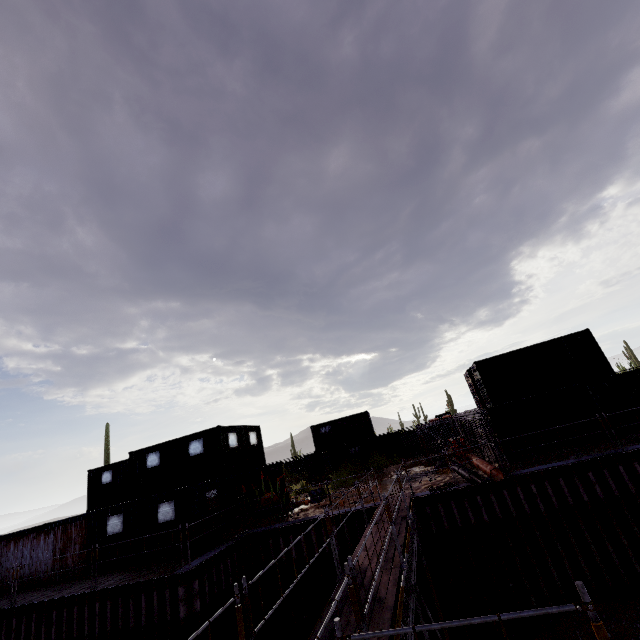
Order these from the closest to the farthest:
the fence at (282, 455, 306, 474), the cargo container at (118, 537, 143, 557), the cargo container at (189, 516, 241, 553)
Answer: the cargo container at (189, 516, 241, 553), the cargo container at (118, 537, 143, 557), the fence at (282, 455, 306, 474)

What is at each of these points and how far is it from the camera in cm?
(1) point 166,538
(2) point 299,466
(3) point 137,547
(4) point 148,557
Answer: (1) cargo container, 1403
(2) fence, 3559
(3) cargo container, 1430
(4) cargo container, 1402

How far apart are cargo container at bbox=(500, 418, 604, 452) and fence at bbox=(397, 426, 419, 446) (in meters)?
17.23

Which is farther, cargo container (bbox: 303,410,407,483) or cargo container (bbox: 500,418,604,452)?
cargo container (bbox: 303,410,407,483)

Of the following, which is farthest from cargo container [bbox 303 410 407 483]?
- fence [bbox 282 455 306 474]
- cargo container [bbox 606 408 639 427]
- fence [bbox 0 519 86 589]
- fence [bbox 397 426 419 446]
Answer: cargo container [bbox 606 408 639 427]

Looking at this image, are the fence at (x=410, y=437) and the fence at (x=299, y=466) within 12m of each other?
yes

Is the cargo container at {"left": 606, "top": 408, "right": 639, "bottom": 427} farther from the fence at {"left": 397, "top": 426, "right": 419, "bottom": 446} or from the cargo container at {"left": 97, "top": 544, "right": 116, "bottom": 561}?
the fence at {"left": 397, "top": 426, "right": 419, "bottom": 446}

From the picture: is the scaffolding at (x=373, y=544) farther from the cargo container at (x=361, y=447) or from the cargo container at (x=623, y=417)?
the cargo container at (x=361, y=447)
